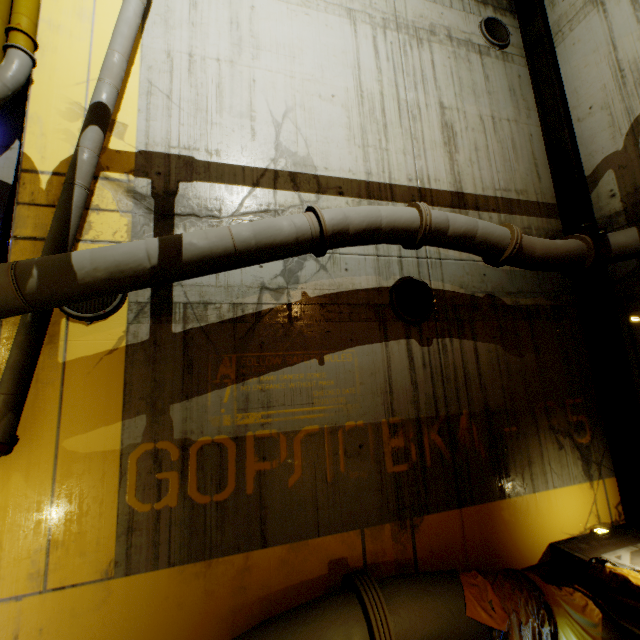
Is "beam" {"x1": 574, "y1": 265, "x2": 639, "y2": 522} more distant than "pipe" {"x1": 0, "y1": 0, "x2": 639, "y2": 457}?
Yes

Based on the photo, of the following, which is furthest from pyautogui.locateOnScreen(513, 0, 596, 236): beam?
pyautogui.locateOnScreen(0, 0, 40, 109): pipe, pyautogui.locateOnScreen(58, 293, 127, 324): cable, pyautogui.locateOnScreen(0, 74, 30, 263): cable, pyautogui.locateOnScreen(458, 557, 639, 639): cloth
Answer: pyautogui.locateOnScreen(0, 74, 30, 263): cable

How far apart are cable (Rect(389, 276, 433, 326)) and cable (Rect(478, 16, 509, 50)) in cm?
617

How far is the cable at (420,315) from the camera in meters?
5.2

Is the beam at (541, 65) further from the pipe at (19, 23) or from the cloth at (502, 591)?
the cloth at (502, 591)

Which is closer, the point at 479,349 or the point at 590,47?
the point at 479,349

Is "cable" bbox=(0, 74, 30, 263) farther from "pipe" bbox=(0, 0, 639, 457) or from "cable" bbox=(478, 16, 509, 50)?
"cable" bbox=(478, 16, 509, 50)

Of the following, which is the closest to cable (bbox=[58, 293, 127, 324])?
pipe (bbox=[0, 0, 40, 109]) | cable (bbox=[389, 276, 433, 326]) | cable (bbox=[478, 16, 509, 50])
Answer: pipe (bbox=[0, 0, 40, 109])
